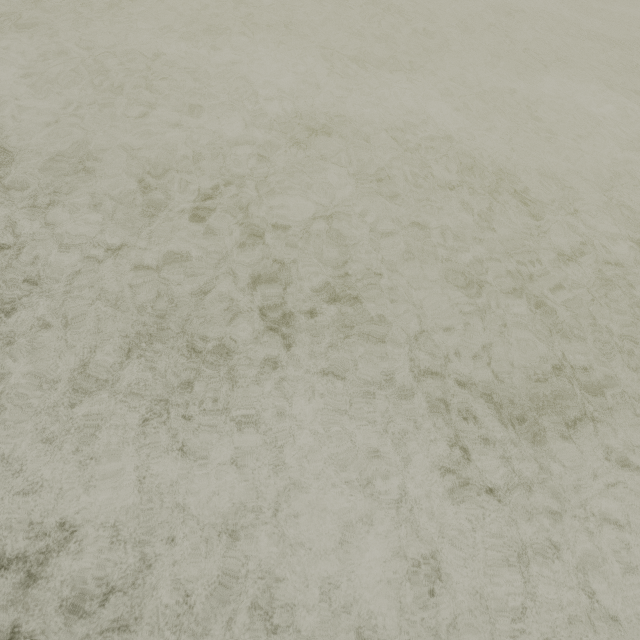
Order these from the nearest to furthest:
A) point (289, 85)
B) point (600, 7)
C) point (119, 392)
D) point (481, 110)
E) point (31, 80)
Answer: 1. point (119, 392)
2. point (31, 80)
3. point (289, 85)
4. point (481, 110)
5. point (600, 7)
